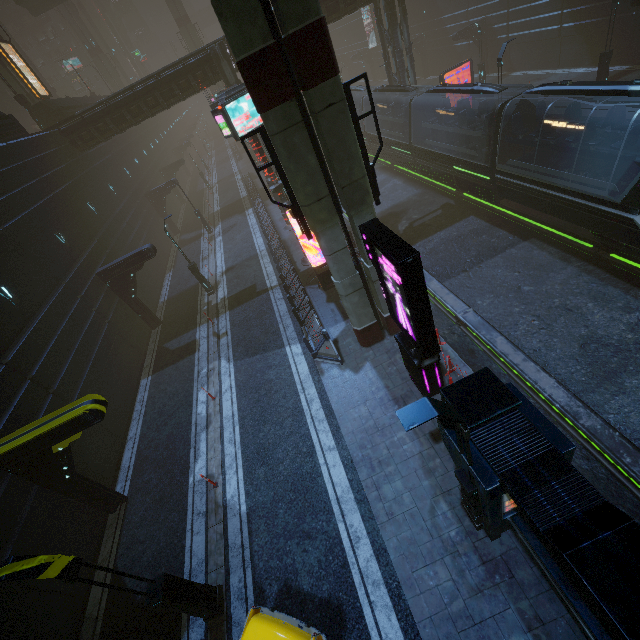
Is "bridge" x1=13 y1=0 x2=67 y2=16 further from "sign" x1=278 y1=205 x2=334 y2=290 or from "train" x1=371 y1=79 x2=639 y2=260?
"sign" x1=278 y1=205 x2=334 y2=290

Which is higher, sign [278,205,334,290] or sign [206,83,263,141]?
sign [206,83,263,141]

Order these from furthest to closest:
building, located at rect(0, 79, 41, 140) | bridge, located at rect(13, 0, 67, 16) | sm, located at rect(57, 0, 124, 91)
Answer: sm, located at rect(57, 0, 124, 91) → bridge, located at rect(13, 0, 67, 16) → building, located at rect(0, 79, 41, 140)

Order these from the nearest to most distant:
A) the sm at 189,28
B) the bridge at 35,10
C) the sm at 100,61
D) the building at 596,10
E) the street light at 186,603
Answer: the street light at 186,603 < the building at 596,10 < the bridge at 35,10 < the sm at 189,28 < the sm at 100,61

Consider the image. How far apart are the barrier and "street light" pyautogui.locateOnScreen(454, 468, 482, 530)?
6.45m

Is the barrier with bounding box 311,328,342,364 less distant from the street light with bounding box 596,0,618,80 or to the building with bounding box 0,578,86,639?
the building with bounding box 0,578,86,639

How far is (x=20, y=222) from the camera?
15.2 meters

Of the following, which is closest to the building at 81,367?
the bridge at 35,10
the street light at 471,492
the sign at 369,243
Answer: the street light at 471,492
